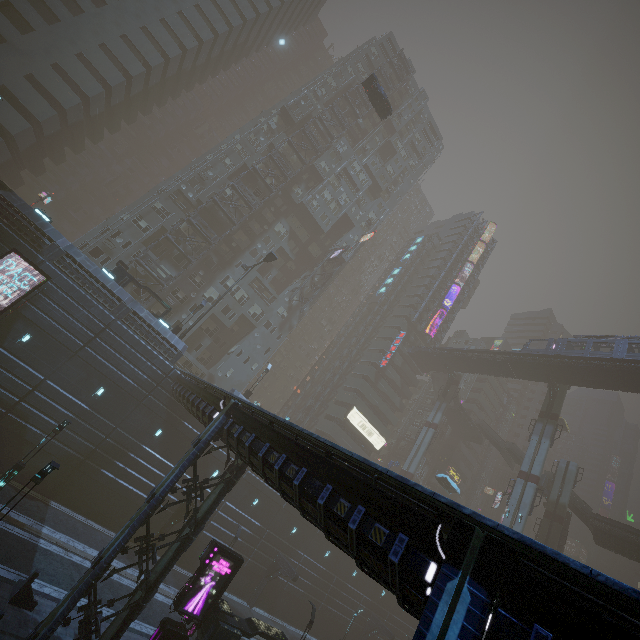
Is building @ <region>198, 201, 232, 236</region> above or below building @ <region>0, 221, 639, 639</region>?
above

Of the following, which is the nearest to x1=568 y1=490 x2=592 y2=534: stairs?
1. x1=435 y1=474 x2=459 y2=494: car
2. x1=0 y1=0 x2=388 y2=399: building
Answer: x1=0 y1=0 x2=388 y2=399: building

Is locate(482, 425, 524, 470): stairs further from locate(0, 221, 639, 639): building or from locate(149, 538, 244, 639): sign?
locate(149, 538, 244, 639): sign

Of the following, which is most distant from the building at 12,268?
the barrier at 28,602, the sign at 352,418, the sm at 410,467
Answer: the barrier at 28,602

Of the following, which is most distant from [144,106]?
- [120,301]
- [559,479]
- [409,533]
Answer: [559,479]

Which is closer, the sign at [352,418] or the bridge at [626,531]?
the bridge at [626,531]

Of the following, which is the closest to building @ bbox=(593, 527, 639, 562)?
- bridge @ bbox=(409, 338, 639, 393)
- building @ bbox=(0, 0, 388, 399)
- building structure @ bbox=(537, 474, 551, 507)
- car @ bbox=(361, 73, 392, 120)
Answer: bridge @ bbox=(409, 338, 639, 393)

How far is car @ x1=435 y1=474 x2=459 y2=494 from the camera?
42.4 meters
